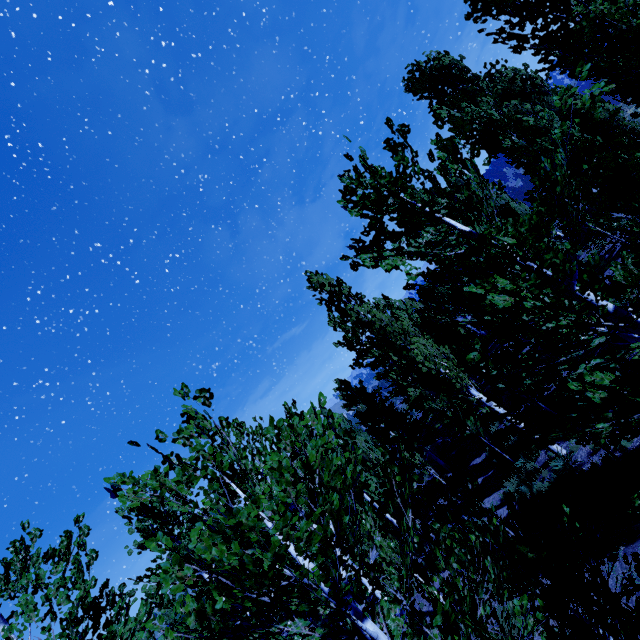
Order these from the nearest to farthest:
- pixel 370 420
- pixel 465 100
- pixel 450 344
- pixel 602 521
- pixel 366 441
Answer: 1. pixel 602 521
2. pixel 465 100
3. pixel 450 344
4. pixel 370 420
5. pixel 366 441
